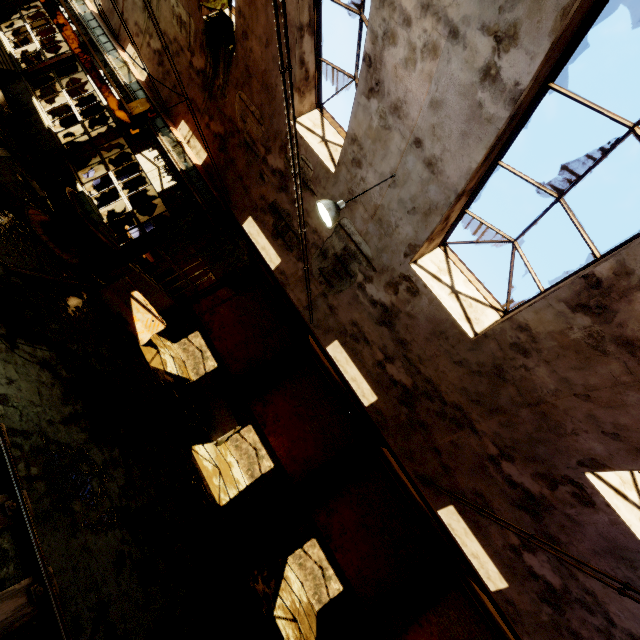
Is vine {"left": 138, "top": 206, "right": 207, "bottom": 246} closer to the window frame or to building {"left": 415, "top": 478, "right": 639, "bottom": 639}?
building {"left": 415, "top": 478, "right": 639, "bottom": 639}

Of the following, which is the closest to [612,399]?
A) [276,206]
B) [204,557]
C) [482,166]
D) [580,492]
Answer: [580,492]

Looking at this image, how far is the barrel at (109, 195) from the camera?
15.9m

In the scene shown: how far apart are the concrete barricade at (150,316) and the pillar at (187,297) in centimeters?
378cm

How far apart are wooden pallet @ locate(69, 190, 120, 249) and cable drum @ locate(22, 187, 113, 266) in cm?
13

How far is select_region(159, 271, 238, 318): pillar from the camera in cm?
1514

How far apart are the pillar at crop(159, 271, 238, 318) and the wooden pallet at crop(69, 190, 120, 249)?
5.1 meters

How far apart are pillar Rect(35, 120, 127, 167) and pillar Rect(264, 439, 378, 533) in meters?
15.3
